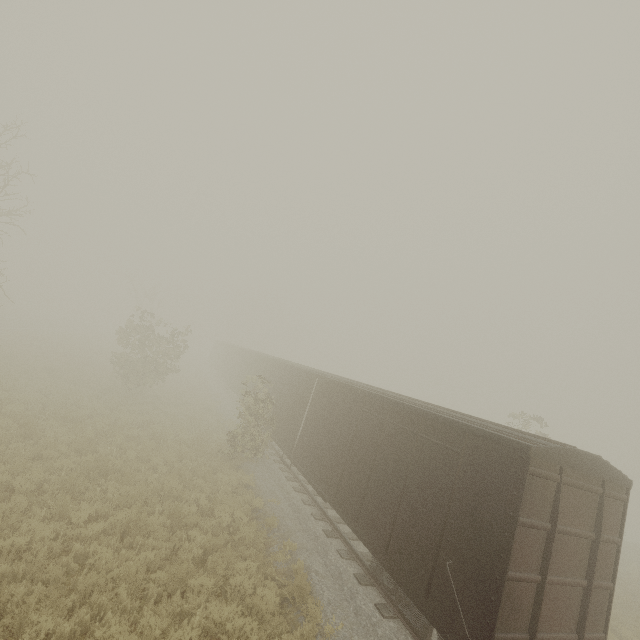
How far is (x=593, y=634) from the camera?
6.1m
